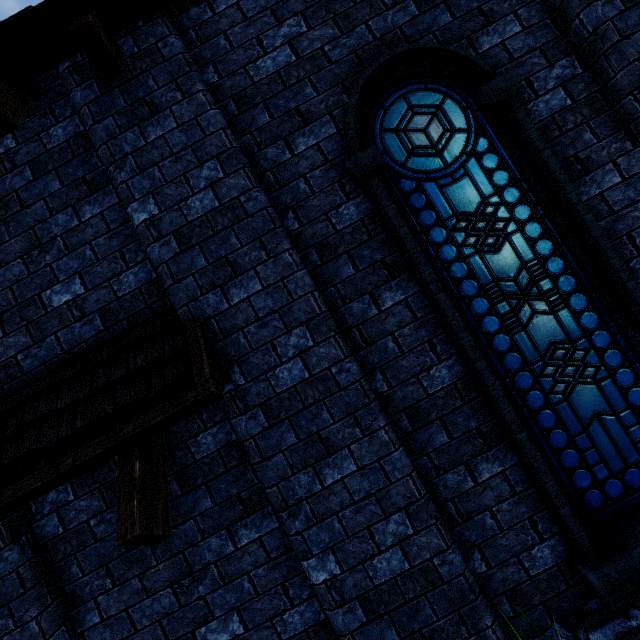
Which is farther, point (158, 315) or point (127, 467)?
point (158, 315)
